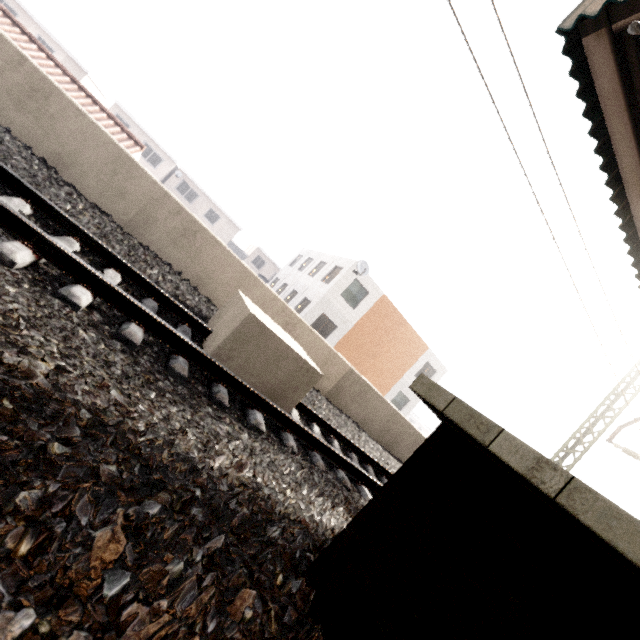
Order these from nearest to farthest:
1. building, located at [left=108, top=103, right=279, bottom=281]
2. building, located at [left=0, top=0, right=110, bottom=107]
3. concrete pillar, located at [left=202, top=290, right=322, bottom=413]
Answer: concrete pillar, located at [left=202, top=290, right=322, bottom=413] < building, located at [left=0, top=0, right=110, bottom=107] < building, located at [left=108, top=103, right=279, bottom=281]

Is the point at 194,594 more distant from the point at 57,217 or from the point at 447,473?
the point at 57,217

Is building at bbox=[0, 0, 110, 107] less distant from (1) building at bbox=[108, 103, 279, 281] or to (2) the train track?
(1) building at bbox=[108, 103, 279, 281]

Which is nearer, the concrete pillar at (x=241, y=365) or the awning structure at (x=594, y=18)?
the awning structure at (x=594, y=18)

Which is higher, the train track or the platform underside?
the platform underside

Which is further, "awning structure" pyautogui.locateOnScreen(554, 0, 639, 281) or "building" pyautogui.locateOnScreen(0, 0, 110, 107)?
"building" pyautogui.locateOnScreen(0, 0, 110, 107)

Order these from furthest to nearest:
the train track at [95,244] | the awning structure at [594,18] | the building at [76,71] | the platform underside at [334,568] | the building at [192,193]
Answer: the building at [192,193] → the building at [76,71] → the awning structure at [594,18] → the train track at [95,244] → the platform underside at [334,568]

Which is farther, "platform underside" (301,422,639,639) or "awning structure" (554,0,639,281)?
"awning structure" (554,0,639,281)
